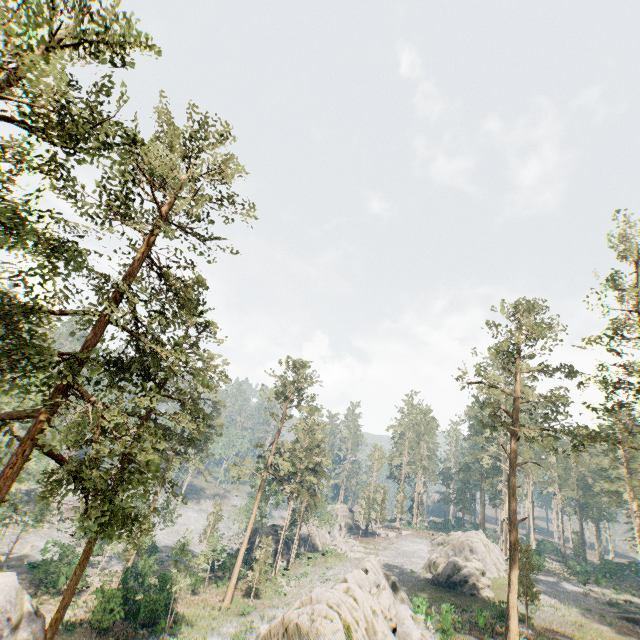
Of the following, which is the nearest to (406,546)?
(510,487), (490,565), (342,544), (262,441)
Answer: (342,544)

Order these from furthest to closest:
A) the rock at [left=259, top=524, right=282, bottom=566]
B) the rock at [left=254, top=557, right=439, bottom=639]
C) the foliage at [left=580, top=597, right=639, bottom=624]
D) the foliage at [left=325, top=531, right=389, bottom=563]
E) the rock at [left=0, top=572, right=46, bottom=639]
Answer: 1. the foliage at [left=325, top=531, right=389, bottom=563]
2. the rock at [left=259, top=524, right=282, bottom=566]
3. the foliage at [left=580, top=597, right=639, bottom=624]
4. the rock at [left=0, top=572, right=46, bottom=639]
5. the rock at [left=254, top=557, right=439, bottom=639]

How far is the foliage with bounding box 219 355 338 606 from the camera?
35.9 meters

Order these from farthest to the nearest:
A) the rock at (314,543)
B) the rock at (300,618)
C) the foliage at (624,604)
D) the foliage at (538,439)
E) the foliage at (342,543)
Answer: the rock at (314,543), the foliage at (342,543), the foliage at (624,604), the foliage at (538,439), the rock at (300,618)

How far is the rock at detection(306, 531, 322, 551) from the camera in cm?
5695

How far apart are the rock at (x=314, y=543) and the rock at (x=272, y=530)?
5.5m

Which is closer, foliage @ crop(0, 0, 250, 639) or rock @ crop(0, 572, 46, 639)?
foliage @ crop(0, 0, 250, 639)

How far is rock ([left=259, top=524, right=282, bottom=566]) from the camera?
48.5m
